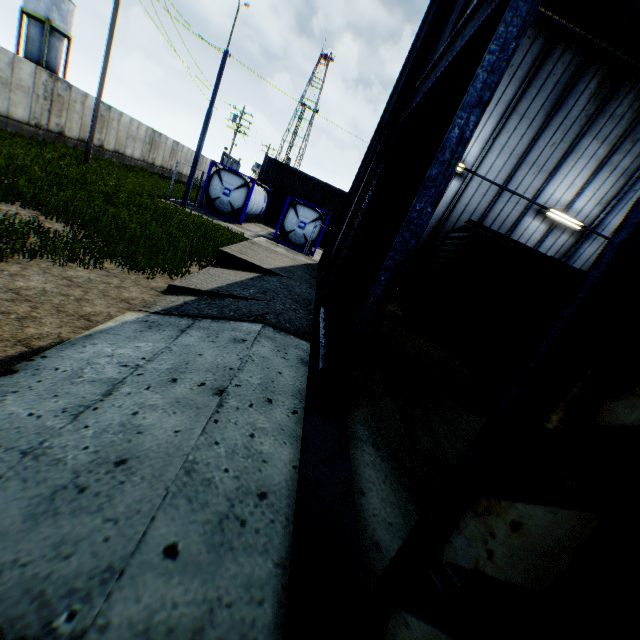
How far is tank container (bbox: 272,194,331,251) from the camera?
20.7m

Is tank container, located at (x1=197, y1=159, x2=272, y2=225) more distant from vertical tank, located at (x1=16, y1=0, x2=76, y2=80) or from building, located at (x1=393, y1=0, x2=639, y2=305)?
vertical tank, located at (x1=16, y1=0, x2=76, y2=80)

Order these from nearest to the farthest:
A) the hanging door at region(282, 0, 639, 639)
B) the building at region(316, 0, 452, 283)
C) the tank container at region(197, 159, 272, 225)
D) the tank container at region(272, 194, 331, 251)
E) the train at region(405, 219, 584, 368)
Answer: the hanging door at region(282, 0, 639, 639) < the building at region(316, 0, 452, 283) < the train at region(405, 219, 584, 368) < the tank container at region(197, 159, 272, 225) < the tank container at region(272, 194, 331, 251)

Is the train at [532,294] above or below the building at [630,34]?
below

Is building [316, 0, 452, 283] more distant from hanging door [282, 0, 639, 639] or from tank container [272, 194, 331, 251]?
tank container [272, 194, 331, 251]

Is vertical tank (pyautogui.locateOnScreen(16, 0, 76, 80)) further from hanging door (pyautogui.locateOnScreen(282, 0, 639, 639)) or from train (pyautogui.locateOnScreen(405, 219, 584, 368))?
train (pyautogui.locateOnScreen(405, 219, 584, 368))

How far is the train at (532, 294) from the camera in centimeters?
1008cm

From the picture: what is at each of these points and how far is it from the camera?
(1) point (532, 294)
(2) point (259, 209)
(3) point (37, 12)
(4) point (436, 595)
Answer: (1) train, 10.3 meters
(2) tank container, 24.9 meters
(3) vertical tank, 33.4 meters
(4) hanging door, 1.1 meters
